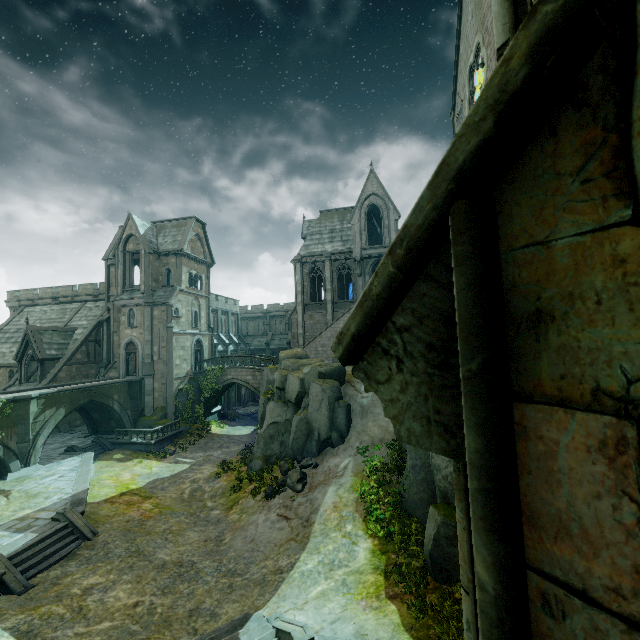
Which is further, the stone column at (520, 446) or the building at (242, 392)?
the building at (242, 392)

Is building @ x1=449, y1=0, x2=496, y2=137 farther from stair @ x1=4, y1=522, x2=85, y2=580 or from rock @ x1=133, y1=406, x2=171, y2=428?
stair @ x1=4, y1=522, x2=85, y2=580

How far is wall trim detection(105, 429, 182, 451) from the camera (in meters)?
26.52

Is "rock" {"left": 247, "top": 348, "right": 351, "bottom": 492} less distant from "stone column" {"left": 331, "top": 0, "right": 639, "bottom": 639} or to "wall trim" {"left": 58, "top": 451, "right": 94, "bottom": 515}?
"wall trim" {"left": 58, "top": 451, "right": 94, "bottom": 515}

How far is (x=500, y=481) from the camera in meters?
0.7

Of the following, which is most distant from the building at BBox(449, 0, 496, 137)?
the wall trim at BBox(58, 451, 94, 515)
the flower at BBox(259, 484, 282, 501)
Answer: the flower at BBox(259, 484, 282, 501)

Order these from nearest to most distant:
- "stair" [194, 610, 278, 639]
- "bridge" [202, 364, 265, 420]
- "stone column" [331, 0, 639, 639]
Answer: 1. "stone column" [331, 0, 639, 639]
2. "stair" [194, 610, 278, 639]
3. "bridge" [202, 364, 265, 420]

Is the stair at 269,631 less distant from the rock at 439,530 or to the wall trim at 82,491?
the rock at 439,530
